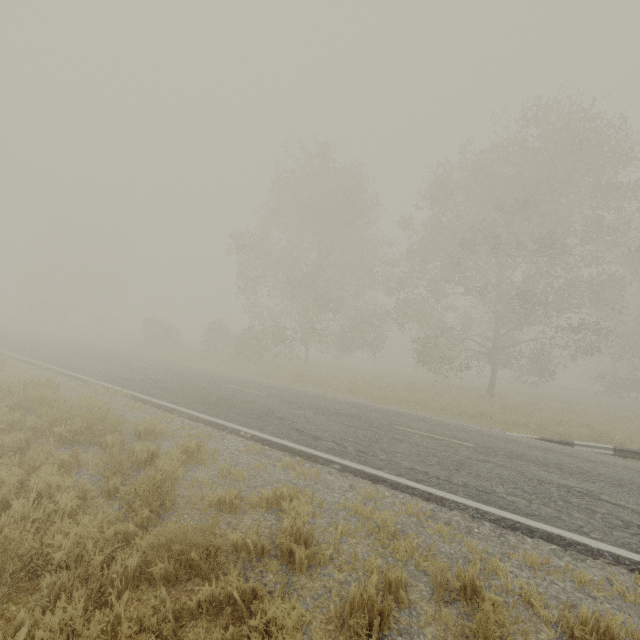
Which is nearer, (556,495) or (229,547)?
(229,547)

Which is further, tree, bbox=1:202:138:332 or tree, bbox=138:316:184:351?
tree, bbox=1:202:138:332

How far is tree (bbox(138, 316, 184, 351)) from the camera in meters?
28.7 m

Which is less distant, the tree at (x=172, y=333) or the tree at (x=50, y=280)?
the tree at (x=172, y=333)

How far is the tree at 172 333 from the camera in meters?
28.7
